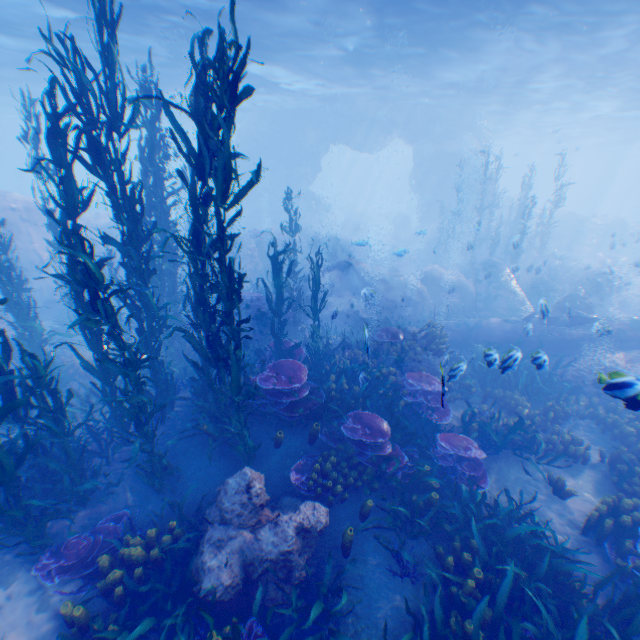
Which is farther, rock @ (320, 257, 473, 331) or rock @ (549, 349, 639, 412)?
rock @ (320, 257, 473, 331)

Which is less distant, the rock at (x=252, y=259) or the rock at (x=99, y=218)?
the rock at (x=252, y=259)

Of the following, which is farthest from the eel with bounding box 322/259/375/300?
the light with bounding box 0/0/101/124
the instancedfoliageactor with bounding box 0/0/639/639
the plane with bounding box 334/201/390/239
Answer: the plane with bounding box 334/201/390/239

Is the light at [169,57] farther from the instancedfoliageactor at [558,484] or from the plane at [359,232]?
the instancedfoliageactor at [558,484]

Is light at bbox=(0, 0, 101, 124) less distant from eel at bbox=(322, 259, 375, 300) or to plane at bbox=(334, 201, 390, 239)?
plane at bbox=(334, 201, 390, 239)

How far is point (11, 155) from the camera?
43.0m
